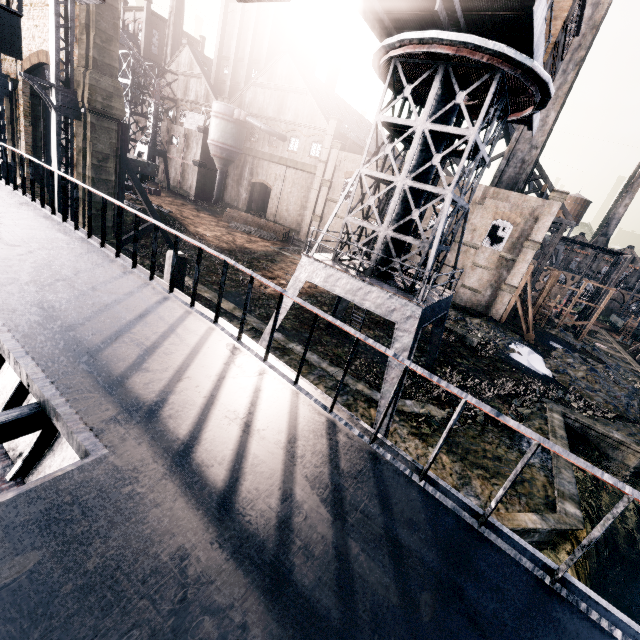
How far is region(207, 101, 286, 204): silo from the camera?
42.6 meters

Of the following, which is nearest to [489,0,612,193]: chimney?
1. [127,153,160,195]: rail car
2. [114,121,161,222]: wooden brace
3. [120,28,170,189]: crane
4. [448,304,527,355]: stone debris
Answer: [448,304,527,355]: stone debris

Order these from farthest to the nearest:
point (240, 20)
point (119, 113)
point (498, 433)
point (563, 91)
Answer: point (240, 20) < point (563, 91) < point (119, 113) < point (498, 433)

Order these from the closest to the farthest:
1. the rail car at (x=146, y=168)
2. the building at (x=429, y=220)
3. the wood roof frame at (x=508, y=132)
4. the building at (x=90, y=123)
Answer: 1. the building at (x=90, y=123)
2. the rail car at (x=146, y=168)
3. the building at (x=429, y=220)
4. the wood roof frame at (x=508, y=132)

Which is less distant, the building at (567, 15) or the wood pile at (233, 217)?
the building at (567, 15)

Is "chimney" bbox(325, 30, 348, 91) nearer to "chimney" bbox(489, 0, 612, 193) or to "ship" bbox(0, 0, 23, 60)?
"chimney" bbox(489, 0, 612, 193)

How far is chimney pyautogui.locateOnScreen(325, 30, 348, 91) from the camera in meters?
55.6

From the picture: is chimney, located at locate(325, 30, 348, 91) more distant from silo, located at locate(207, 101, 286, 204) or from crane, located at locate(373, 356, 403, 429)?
crane, located at locate(373, 356, 403, 429)
